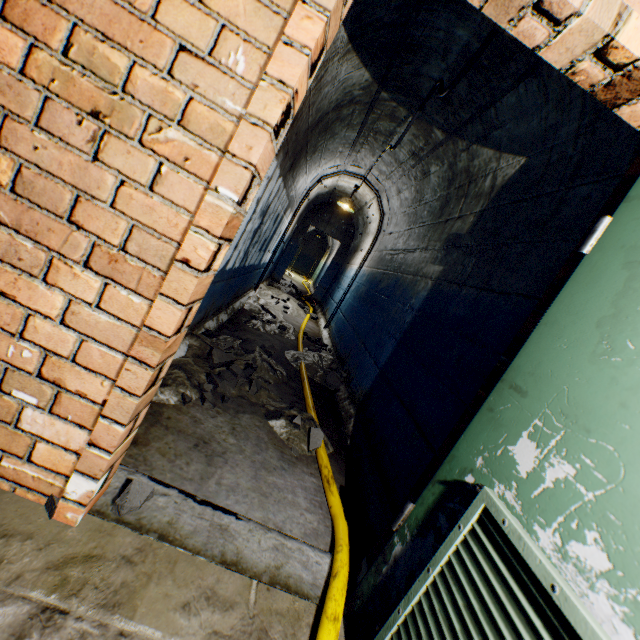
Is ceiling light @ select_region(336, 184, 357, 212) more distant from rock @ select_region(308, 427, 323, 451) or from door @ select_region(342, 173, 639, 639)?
door @ select_region(342, 173, 639, 639)

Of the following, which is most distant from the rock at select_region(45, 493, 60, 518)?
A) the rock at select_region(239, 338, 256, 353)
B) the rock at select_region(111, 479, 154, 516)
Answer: the rock at select_region(239, 338, 256, 353)

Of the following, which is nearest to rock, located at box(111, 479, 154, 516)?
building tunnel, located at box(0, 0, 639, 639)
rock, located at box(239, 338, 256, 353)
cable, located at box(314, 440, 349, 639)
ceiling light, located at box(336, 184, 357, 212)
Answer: building tunnel, located at box(0, 0, 639, 639)

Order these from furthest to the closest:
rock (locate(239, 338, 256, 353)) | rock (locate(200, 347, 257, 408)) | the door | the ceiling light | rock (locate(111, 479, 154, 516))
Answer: the ceiling light → rock (locate(239, 338, 256, 353)) → rock (locate(200, 347, 257, 408)) → rock (locate(111, 479, 154, 516)) → the door

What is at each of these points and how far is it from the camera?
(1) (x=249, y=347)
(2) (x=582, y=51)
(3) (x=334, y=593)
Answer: (1) rock, 3.2 meters
(2) building tunnel, 1.0 meters
(3) cable, 1.3 meters

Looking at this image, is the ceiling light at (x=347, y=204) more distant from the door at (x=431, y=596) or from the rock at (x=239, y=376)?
the door at (x=431, y=596)

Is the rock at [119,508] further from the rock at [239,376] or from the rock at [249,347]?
the rock at [249,347]

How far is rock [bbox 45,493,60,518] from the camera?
1.1 meters
